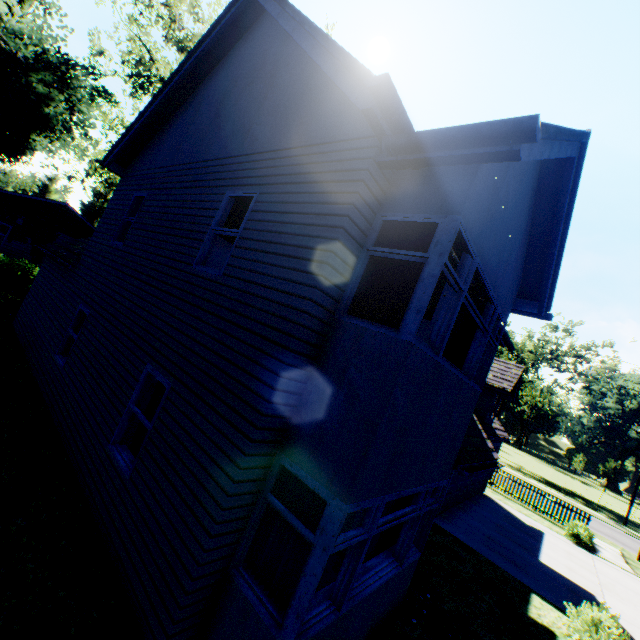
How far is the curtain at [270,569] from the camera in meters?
3.8

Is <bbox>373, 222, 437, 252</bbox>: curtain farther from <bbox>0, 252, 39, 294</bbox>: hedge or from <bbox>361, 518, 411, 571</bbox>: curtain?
<bbox>0, 252, 39, 294</bbox>: hedge

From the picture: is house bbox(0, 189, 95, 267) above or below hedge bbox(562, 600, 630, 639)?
above

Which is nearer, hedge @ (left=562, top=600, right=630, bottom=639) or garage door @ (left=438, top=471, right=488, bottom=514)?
hedge @ (left=562, top=600, right=630, bottom=639)

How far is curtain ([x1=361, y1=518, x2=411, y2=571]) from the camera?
5.8m

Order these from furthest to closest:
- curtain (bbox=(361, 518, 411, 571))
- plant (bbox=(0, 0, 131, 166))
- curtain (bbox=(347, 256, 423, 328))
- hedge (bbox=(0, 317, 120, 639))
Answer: plant (bbox=(0, 0, 131, 166)), curtain (bbox=(361, 518, 411, 571)), curtain (bbox=(347, 256, 423, 328)), hedge (bbox=(0, 317, 120, 639))

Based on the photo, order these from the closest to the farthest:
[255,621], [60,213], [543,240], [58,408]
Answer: [255,621] → [543,240] → [58,408] → [60,213]

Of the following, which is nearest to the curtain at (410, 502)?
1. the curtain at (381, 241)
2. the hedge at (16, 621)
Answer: the curtain at (381, 241)
